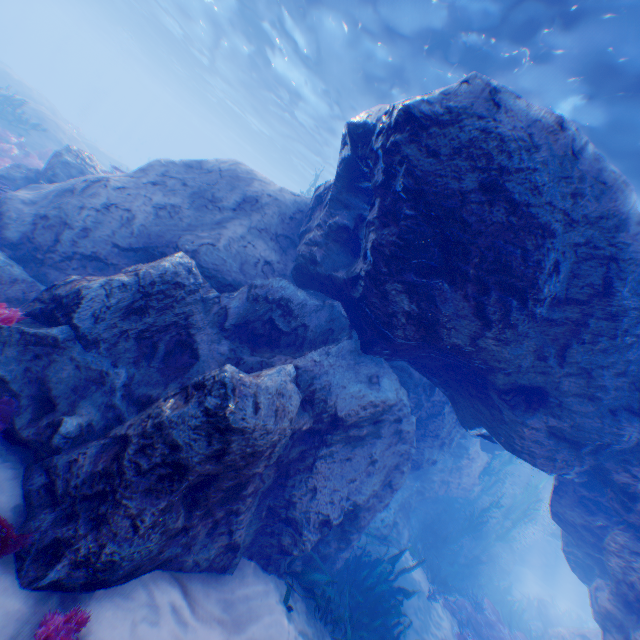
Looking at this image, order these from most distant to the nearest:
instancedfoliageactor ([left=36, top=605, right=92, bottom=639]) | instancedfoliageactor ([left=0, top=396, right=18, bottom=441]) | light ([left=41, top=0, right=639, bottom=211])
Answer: light ([left=41, top=0, right=639, bottom=211]) → instancedfoliageactor ([left=0, top=396, right=18, bottom=441]) → instancedfoliageactor ([left=36, top=605, right=92, bottom=639])

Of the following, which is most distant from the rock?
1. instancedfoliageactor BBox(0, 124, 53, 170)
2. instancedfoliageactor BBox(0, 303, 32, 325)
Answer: instancedfoliageactor BBox(0, 124, 53, 170)

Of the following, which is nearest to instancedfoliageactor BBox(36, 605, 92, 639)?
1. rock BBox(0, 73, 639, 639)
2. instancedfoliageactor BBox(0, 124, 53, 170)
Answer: → rock BBox(0, 73, 639, 639)

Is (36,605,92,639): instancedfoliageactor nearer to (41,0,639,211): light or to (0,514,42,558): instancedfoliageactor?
(0,514,42,558): instancedfoliageactor

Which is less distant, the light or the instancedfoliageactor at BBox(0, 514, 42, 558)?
the instancedfoliageactor at BBox(0, 514, 42, 558)

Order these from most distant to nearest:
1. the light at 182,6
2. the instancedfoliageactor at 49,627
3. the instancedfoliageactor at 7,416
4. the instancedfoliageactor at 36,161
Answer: the instancedfoliageactor at 36,161 → the light at 182,6 → the instancedfoliageactor at 7,416 → the instancedfoliageactor at 49,627

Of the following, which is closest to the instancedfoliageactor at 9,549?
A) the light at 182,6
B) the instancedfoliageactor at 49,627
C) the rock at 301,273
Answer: the rock at 301,273

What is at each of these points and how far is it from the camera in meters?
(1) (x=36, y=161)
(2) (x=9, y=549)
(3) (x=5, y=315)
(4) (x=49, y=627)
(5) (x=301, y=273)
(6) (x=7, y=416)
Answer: (1) instancedfoliageactor, 12.6 m
(2) instancedfoliageactor, 2.7 m
(3) instancedfoliageactor, 3.6 m
(4) instancedfoliageactor, 2.4 m
(5) rock, 6.4 m
(6) instancedfoliageactor, 3.4 m
